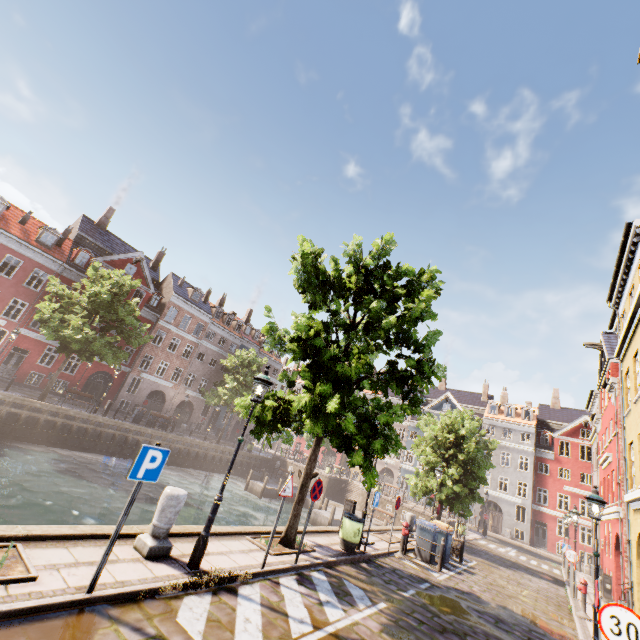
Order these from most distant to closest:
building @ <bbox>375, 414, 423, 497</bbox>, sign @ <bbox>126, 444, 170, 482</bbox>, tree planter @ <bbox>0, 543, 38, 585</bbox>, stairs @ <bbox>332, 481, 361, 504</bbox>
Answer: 1. building @ <bbox>375, 414, 423, 497</bbox>
2. stairs @ <bbox>332, 481, 361, 504</bbox>
3. sign @ <bbox>126, 444, 170, 482</bbox>
4. tree planter @ <bbox>0, 543, 38, 585</bbox>

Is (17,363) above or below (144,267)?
below

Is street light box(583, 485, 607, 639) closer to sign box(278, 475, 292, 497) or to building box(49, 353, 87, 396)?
building box(49, 353, 87, 396)

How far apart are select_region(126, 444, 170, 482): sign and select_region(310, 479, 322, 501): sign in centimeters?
435cm

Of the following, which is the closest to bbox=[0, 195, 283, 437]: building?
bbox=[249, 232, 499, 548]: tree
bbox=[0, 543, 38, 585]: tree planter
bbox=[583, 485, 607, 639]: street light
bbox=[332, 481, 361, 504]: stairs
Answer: bbox=[583, 485, 607, 639]: street light

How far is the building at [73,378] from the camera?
29.7m

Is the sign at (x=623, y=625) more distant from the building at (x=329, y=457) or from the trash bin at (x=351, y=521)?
the building at (x=329, y=457)

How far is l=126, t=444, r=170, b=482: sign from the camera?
4.71m
